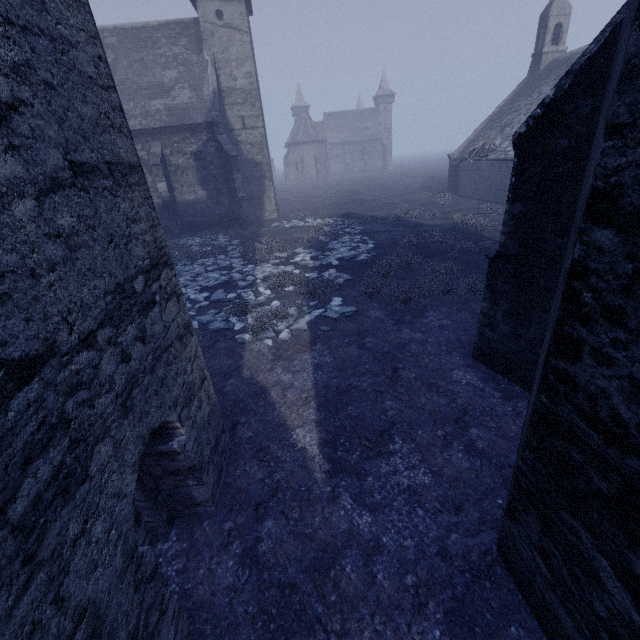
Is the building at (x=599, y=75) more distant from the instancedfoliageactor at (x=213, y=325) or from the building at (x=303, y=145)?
the building at (x=303, y=145)

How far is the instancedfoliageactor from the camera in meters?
8.9

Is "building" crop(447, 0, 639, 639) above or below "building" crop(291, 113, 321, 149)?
below

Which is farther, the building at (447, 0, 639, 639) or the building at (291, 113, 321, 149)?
the building at (291, 113, 321, 149)

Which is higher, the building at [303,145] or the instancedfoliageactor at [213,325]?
the building at [303,145]

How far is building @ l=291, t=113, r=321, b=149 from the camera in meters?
59.2

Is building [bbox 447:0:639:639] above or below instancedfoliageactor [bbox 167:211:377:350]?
above

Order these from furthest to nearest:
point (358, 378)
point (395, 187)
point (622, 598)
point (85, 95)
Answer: point (395, 187), point (358, 378), point (85, 95), point (622, 598)
